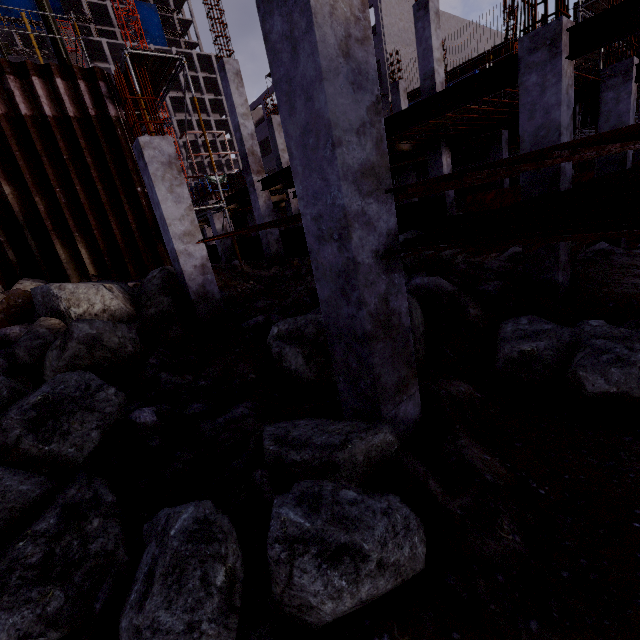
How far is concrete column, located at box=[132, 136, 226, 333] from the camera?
6.07m

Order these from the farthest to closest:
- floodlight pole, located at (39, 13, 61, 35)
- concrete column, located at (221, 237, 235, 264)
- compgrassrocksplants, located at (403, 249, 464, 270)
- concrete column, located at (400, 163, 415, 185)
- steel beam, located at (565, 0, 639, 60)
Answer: concrete column, located at (400, 163, 415, 185) → concrete column, located at (221, 237, 235, 264) → floodlight pole, located at (39, 13, 61, 35) → compgrassrocksplants, located at (403, 249, 464, 270) → steel beam, located at (565, 0, 639, 60)

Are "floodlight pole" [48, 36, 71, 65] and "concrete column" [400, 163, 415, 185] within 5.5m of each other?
no

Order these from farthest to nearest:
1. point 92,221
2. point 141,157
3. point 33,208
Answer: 1. point 92,221
2. point 33,208
3. point 141,157

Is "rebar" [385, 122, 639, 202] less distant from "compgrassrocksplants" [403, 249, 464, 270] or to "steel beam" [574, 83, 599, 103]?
"compgrassrocksplants" [403, 249, 464, 270]

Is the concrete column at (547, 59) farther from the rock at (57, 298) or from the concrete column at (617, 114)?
the rock at (57, 298)

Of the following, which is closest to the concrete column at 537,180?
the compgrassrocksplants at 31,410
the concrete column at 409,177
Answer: the compgrassrocksplants at 31,410

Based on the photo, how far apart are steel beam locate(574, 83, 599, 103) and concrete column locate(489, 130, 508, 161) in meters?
4.5
